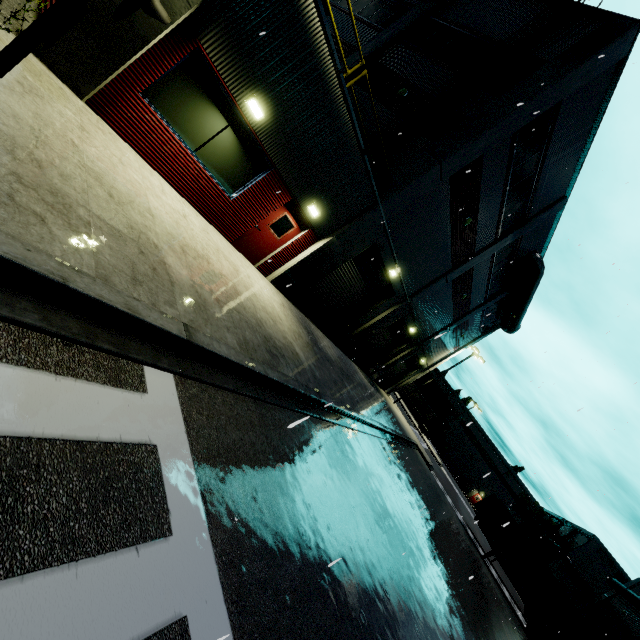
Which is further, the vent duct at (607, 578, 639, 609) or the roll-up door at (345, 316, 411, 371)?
the vent duct at (607, 578, 639, 609)

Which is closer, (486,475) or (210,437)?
(210,437)

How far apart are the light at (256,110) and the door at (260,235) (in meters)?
2.54

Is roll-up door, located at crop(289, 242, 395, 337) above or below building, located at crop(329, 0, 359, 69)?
below

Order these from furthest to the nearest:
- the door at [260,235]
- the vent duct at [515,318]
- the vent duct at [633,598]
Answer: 1. the vent duct at [633,598]
2. the vent duct at [515,318]
3. the door at [260,235]

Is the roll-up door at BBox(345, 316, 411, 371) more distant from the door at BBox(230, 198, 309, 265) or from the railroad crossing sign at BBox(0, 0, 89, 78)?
the railroad crossing sign at BBox(0, 0, 89, 78)

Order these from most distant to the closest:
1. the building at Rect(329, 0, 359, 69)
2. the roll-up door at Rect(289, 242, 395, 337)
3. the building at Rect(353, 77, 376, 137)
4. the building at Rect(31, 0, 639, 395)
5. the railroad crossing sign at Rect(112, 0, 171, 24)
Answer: the building at Rect(329, 0, 359, 69), the roll-up door at Rect(289, 242, 395, 337), the building at Rect(353, 77, 376, 137), the building at Rect(31, 0, 639, 395), the railroad crossing sign at Rect(112, 0, 171, 24)

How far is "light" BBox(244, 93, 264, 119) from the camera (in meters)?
7.31
